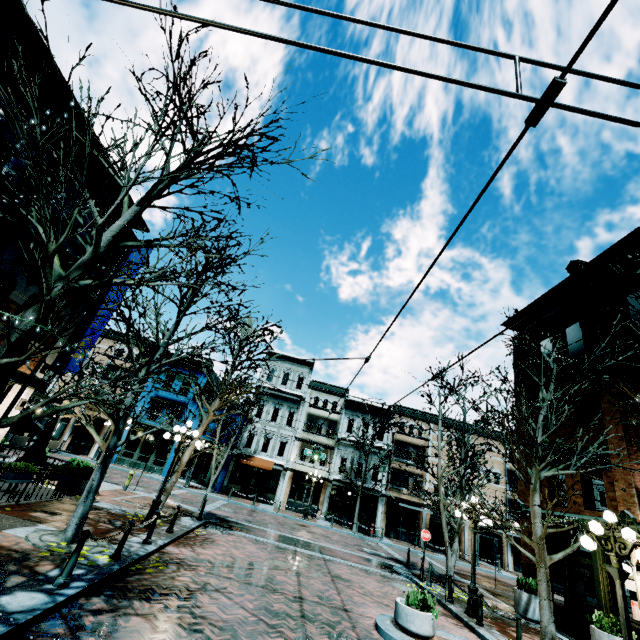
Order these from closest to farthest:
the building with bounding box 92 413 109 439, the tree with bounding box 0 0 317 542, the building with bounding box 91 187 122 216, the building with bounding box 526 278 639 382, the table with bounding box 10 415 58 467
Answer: the tree with bounding box 0 0 317 542 → the building with bounding box 91 187 122 216 → the table with bounding box 10 415 58 467 → the building with bounding box 526 278 639 382 → the building with bounding box 92 413 109 439

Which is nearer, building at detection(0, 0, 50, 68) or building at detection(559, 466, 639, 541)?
building at detection(0, 0, 50, 68)

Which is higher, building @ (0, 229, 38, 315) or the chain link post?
building @ (0, 229, 38, 315)

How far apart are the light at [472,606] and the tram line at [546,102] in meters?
13.5

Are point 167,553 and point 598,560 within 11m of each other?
no

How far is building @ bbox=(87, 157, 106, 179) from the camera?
9.3m

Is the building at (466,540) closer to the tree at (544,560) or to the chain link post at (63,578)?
the tree at (544,560)

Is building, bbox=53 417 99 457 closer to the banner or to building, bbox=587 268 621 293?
building, bbox=587 268 621 293
